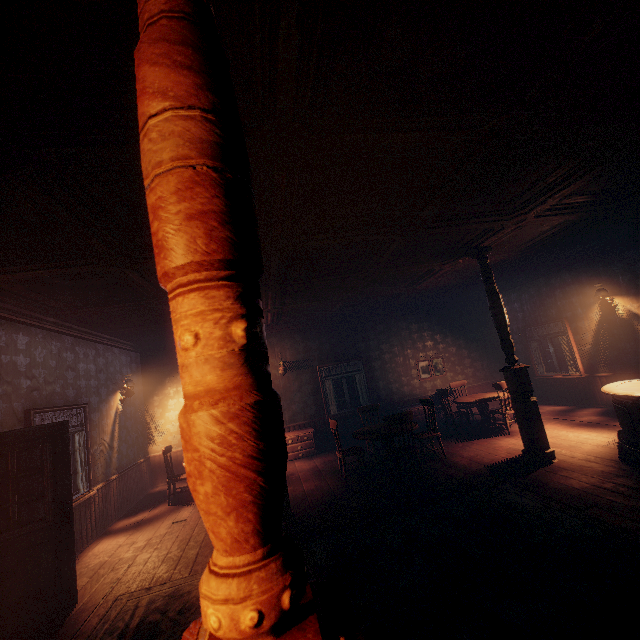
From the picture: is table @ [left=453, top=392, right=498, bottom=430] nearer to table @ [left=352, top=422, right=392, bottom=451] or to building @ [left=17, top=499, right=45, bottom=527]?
building @ [left=17, top=499, right=45, bottom=527]

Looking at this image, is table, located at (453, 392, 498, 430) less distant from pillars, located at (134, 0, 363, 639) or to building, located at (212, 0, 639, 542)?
building, located at (212, 0, 639, 542)

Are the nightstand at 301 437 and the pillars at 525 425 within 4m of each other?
no

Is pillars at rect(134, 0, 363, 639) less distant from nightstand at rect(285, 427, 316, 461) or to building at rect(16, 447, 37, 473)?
building at rect(16, 447, 37, 473)

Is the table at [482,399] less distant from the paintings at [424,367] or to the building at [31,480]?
the building at [31,480]

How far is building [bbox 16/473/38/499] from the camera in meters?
4.4 m

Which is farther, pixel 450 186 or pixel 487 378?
pixel 487 378

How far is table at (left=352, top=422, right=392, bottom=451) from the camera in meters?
6.2
